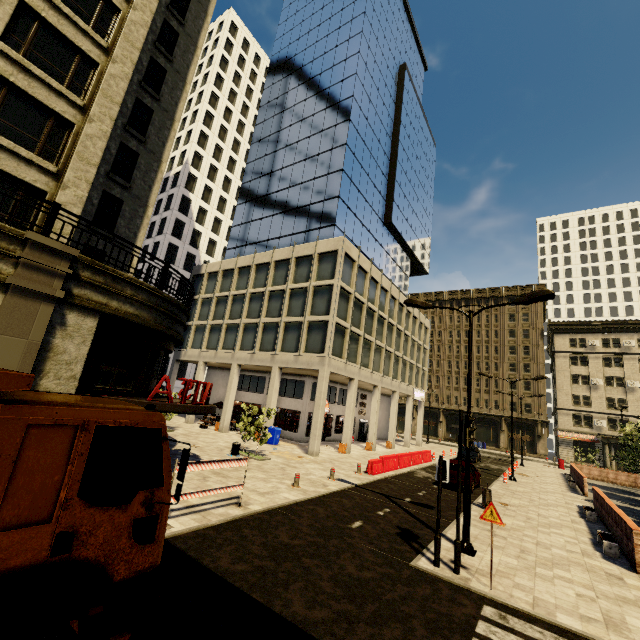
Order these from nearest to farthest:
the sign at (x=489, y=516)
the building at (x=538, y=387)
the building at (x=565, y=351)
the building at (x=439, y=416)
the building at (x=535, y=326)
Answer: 1. the sign at (x=489, y=516)
2. the building at (x=565, y=351)
3. the building at (x=538, y=387)
4. the building at (x=535, y=326)
5. the building at (x=439, y=416)

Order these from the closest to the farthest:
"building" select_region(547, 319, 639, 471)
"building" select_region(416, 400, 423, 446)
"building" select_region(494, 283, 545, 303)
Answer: "building" select_region(416, 400, 423, 446) → "building" select_region(547, 319, 639, 471) → "building" select_region(494, 283, 545, 303)

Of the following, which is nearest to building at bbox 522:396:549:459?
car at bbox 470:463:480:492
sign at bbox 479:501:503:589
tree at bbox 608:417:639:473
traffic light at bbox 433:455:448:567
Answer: tree at bbox 608:417:639:473

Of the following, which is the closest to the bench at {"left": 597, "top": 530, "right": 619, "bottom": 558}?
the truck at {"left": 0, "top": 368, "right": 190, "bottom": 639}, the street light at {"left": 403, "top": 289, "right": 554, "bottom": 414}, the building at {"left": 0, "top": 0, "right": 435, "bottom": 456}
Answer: the street light at {"left": 403, "top": 289, "right": 554, "bottom": 414}

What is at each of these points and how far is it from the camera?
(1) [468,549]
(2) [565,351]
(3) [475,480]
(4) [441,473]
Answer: (1) street light, 9.4 meters
(2) building, 51.5 meters
(3) car, 18.7 meters
(4) traffic light, 8.8 meters

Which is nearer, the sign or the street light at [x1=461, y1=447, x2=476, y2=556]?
the sign

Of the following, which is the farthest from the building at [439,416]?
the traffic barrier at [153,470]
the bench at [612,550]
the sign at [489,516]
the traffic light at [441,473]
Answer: the bench at [612,550]

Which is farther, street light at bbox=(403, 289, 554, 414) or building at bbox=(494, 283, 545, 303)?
building at bbox=(494, 283, 545, 303)
